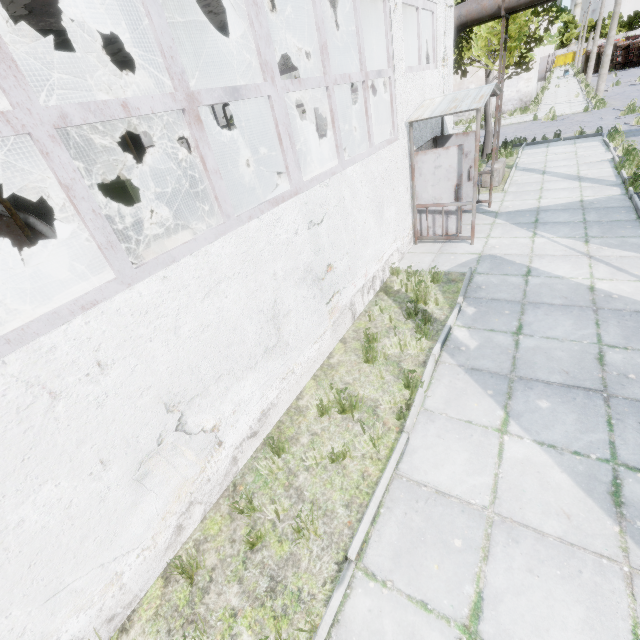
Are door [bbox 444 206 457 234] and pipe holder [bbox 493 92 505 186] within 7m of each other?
yes

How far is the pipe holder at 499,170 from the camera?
11.34m

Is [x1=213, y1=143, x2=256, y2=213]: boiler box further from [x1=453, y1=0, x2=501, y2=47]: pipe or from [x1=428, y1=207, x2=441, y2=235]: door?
[x1=428, y1=207, x2=441, y2=235]: door

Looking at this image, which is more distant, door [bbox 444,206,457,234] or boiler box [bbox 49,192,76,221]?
boiler box [bbox 49,192,76,221]

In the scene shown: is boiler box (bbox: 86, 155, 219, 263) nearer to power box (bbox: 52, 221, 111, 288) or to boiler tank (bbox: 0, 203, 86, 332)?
power box (bbox: 52, 221, 111, 288)

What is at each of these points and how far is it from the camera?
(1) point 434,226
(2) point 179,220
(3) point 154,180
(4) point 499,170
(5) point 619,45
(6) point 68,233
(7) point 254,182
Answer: (1) door, 8.7 meters
(2) fan motor, 10.9 meters
(3) boiler box, 10.7 meters
(4) pipe holder, 11.3 meters
(5) truck, 38.9 meters
(6) power box, 7.9 meters
(7) fan motor, 13.4 meters

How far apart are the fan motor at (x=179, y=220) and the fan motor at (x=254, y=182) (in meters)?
2.43

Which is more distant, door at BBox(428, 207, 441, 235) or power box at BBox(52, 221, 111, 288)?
door at BBox(428, 207, 441, 235)
